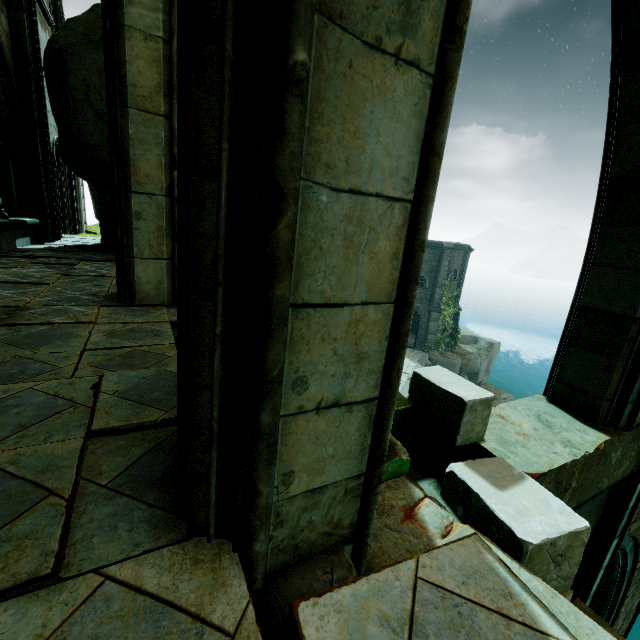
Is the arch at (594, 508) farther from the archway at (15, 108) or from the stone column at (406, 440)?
the archway at (15, 108)

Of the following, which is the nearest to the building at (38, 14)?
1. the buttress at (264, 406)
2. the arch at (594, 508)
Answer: the buttress at (264, 406)

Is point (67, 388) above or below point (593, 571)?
above

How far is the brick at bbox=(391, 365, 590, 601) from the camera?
1.9 meters

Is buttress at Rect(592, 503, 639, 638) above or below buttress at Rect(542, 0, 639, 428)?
below

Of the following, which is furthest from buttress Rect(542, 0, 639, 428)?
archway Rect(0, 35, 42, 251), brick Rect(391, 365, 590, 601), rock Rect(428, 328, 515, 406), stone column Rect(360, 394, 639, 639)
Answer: rock Rect(428, 328, 515, 406)

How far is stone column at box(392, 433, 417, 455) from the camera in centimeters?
278cm

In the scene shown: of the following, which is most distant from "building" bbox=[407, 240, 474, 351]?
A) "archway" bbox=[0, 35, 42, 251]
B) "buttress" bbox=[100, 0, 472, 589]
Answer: "archway" bbox=[0, 35, 42, 251]
